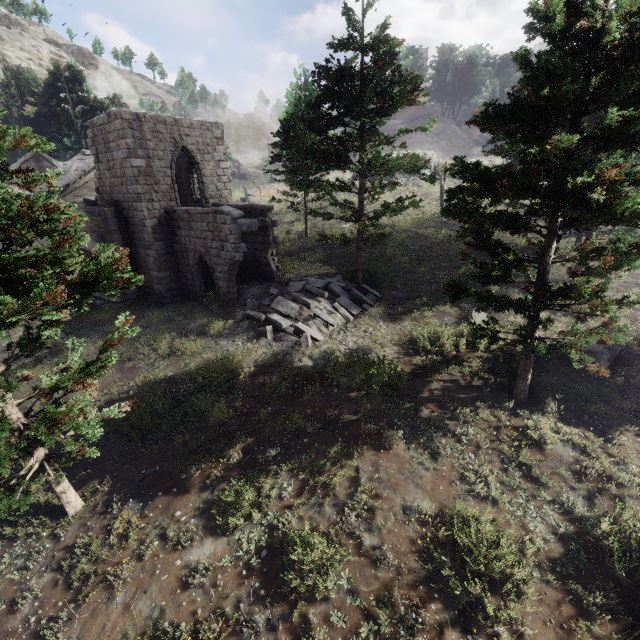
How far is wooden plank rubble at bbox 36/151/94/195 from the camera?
22.73m

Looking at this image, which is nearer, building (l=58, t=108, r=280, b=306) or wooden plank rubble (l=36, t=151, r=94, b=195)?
building (l=58, t=108, r=280, b=306)

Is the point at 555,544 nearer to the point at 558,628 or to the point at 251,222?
the point at 558,628

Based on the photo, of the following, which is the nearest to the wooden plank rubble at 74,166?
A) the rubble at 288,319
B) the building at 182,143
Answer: the building at 182,143

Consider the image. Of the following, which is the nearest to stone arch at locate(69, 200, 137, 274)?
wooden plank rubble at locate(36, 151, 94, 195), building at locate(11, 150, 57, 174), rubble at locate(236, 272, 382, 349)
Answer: rubble at locate(236, 272, 382, 349)

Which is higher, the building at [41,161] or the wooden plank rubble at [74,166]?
the building at [41,161]

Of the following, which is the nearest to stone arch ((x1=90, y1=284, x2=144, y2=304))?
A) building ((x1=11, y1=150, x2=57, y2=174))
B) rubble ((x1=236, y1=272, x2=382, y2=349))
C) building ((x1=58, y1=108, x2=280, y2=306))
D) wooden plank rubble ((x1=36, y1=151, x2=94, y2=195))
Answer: building ((x1=58, y1=108, x2=280, y2=306))

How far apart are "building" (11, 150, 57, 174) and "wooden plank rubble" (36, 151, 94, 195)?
6.95m
